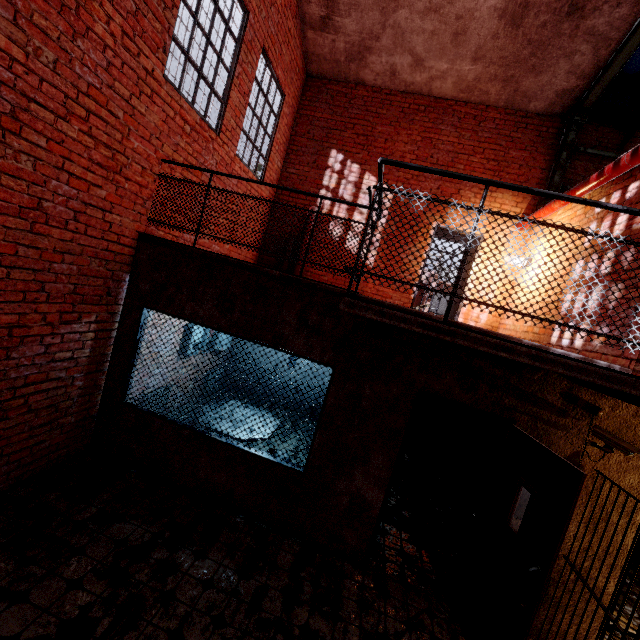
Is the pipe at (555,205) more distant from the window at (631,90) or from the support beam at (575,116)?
the window at (631,90)

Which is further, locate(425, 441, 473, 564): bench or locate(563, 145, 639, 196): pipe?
locate(425, 441, 473, 564): bench

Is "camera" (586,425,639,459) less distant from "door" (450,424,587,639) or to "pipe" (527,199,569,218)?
"door" (450,424,587,639)

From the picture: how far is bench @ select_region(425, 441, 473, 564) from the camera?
4.5m

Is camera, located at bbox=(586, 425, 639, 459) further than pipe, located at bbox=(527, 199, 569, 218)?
No

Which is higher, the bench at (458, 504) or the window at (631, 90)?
the window at (631, 90)

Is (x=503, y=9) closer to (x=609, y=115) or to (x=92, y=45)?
(x=609, y=115)

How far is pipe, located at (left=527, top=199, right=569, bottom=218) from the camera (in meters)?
5.35
